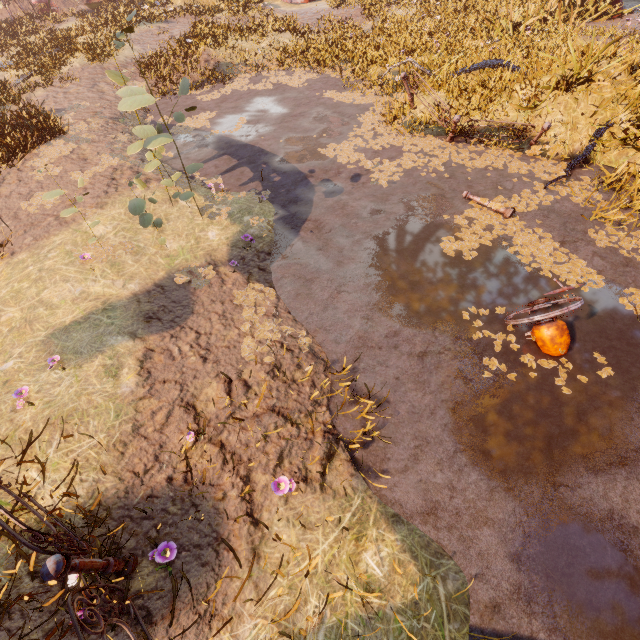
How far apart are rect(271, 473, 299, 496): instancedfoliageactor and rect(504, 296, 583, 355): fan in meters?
3.8

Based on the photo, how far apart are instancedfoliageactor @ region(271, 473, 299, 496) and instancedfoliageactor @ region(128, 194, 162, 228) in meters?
4.5 m

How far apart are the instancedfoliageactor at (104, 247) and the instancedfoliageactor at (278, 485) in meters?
5.0 m

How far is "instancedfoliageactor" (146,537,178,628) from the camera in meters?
Answer: 2.8 m

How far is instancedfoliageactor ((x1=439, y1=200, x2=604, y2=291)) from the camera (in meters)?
5.75

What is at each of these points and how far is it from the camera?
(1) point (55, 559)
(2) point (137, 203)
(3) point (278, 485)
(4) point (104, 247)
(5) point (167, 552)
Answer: (1) metal fence, 2.40m
(2) instancedfoliageactor, 4.98m
(3) instancedfoliageactor, 3.40m
(4) instancedfoliageactor, 6.05m
(5) instancedfoliageactor, 3.13m

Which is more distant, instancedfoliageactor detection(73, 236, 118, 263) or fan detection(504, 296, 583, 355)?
instancedfoliageactor detection(73, 236, 118, 263)

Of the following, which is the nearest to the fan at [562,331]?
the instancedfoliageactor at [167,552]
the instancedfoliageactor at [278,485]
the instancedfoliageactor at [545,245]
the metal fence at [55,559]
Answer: the instancedfoliageactor at [545,245]
